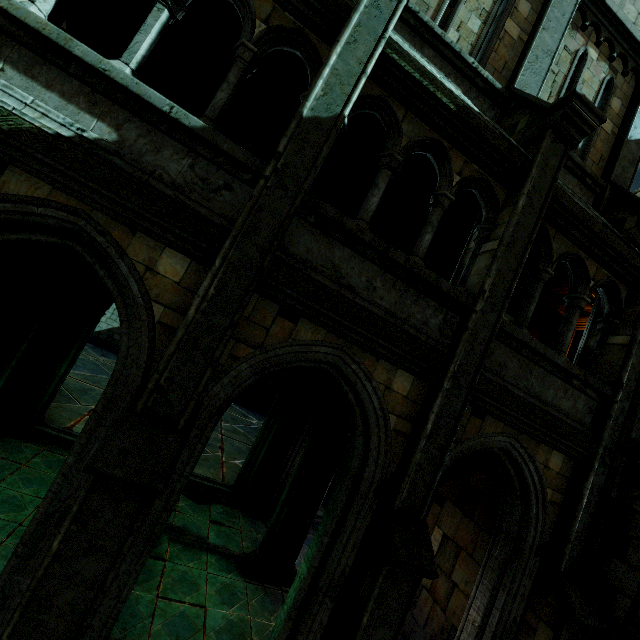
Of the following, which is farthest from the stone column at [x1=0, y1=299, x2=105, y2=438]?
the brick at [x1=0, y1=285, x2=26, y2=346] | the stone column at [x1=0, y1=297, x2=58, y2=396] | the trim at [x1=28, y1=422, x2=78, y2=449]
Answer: the brick at [x1=0, y1=285, x2=26, y2=346]

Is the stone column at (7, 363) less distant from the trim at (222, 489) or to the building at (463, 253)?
the building at (463, 253)

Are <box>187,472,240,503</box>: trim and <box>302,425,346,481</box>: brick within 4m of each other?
yes

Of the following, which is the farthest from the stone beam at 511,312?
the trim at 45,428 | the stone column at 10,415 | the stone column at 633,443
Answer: the trim at 45,428

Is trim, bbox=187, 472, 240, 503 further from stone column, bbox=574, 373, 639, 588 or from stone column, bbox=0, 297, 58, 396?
stone column, bbox=574, 373, 639, 588

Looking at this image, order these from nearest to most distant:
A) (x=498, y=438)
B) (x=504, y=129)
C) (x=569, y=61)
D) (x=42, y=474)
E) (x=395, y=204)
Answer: (x=498, y=438) → (x=504, y=129) → (x=42, y=474) → (x=569, y=61) → (x=395, y=204)

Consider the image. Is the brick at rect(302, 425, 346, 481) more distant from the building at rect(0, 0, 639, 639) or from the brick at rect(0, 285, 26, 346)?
the brick at rect(0, 285, 26, 346)

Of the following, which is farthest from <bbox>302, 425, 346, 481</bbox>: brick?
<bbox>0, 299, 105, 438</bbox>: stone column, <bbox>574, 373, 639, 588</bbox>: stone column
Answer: <bbox>0, 299, 105, 438</bbox>: stone column
